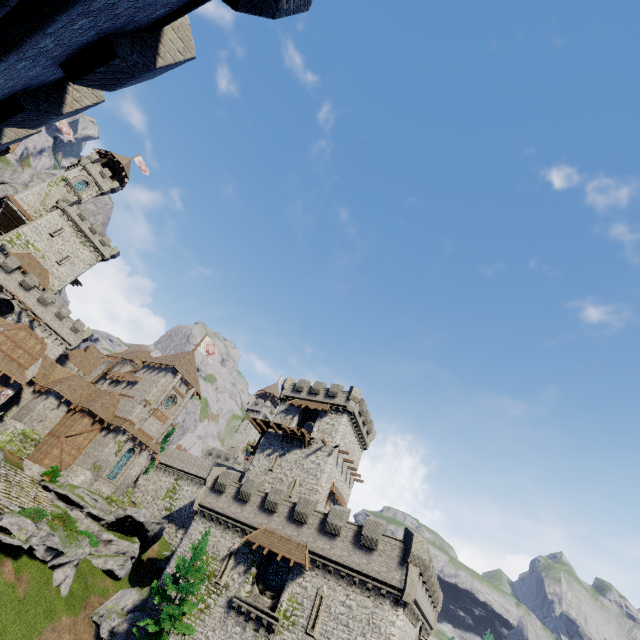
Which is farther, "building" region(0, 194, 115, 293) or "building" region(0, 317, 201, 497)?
"building" region(0, 194, 115, 293)

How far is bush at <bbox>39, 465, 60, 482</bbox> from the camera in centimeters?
3152cm

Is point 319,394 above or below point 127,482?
above

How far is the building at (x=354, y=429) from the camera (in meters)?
35.75

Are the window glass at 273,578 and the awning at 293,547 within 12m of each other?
yes

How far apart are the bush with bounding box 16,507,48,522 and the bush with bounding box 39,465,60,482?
7.6 meters

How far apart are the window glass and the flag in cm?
3150

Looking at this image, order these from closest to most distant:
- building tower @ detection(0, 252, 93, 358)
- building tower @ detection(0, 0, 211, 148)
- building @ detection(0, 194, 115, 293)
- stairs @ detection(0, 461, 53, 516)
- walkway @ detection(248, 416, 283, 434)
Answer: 1. building tower @ detection(0, 0, 211, 148)
2. stairs @ detection(0, 461, 53, 516)
3. walkway @ detection(248, 416, 283, 434)
4. building tower @ detection(0, 252, 93, 358)
5. building @ detection(0, 194, 115, 293)
